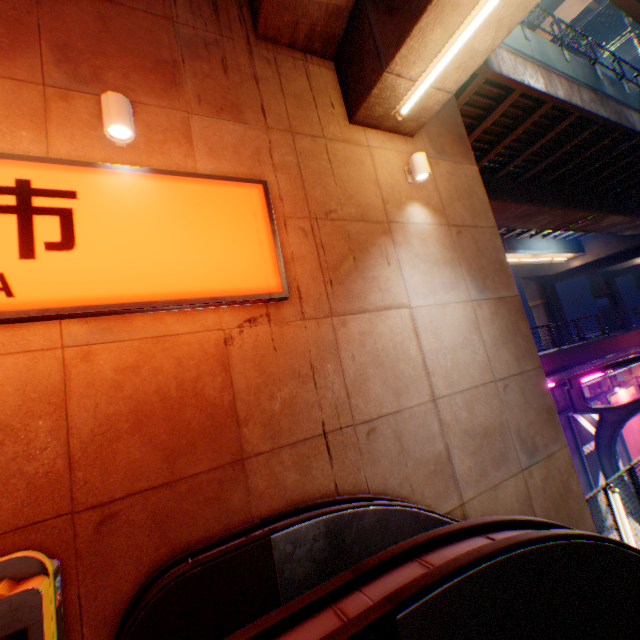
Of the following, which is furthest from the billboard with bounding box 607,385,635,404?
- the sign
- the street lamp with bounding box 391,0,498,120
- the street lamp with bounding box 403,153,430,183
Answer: the sign

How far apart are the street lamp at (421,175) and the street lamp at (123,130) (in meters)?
4.31

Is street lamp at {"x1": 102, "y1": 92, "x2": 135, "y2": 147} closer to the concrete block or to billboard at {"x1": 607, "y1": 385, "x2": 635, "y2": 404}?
the concrete block

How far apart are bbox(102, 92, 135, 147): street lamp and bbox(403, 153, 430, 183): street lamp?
4.3 meters

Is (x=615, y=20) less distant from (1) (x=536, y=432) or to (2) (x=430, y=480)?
(1) (x=536, y=432)

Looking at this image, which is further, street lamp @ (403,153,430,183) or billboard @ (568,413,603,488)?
billboard @ (568,413,603,488)

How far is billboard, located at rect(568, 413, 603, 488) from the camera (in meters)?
12.94

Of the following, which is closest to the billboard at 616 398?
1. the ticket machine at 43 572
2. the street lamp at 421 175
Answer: the street lamp at 421 175
